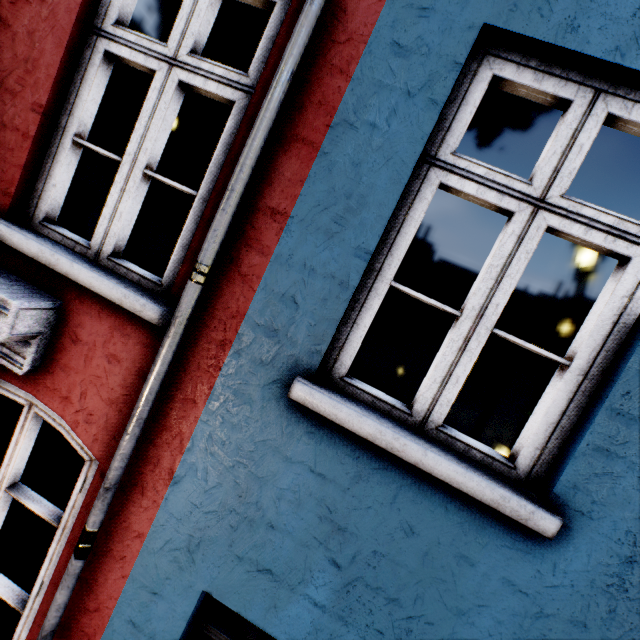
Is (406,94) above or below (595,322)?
above
